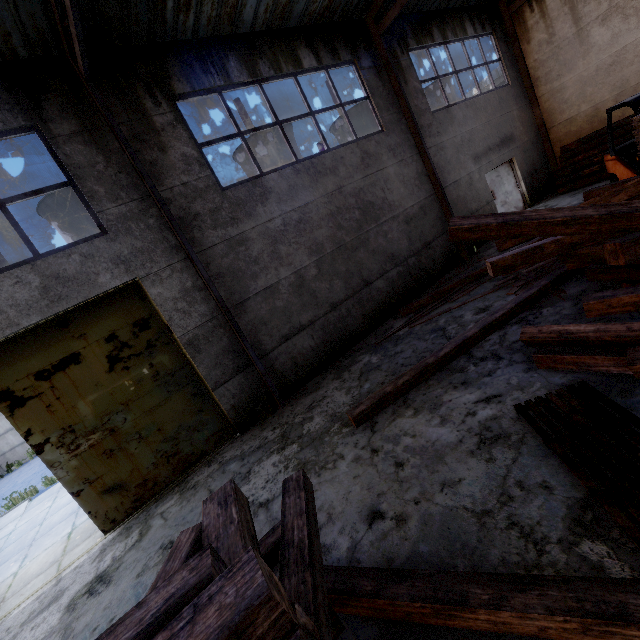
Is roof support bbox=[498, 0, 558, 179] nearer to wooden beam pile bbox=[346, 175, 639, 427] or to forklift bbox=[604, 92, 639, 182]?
forklift bbox=[604, 92, 639, 182]

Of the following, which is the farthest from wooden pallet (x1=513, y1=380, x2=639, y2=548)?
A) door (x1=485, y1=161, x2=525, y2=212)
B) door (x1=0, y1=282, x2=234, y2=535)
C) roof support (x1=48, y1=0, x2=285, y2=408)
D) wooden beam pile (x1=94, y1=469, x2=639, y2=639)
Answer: door (x1=485, y1=161, x2=525, y2=212)

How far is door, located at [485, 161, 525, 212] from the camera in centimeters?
1341cm

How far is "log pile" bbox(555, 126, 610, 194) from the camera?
11.6 meters

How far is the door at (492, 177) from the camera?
13.41m

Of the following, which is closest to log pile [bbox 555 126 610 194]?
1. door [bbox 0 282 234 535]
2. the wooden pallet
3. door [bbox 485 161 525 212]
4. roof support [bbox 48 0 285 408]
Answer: door [bbox 485 161 525 212]

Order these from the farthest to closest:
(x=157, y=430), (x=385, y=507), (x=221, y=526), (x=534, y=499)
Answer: (x=157, y=430) → (x=385, y=507) → (x=534, y=499) → (x=221, y=526)

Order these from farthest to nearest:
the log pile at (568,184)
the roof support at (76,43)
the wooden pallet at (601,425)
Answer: the log pile at (568,184) → the roof support at (76,43) → the wooden pallet at (601,425)
